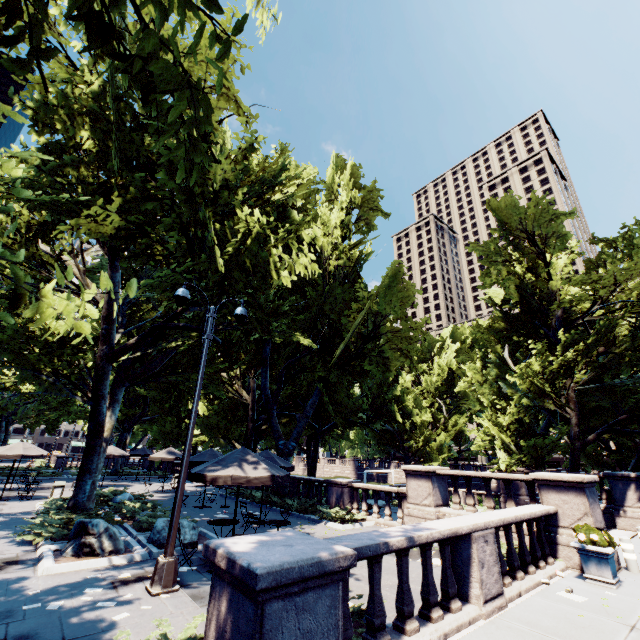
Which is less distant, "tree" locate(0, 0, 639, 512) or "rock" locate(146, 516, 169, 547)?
"tree" locate(0, 0, 639, 512)

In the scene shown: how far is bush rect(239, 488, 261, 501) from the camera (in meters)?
19.30

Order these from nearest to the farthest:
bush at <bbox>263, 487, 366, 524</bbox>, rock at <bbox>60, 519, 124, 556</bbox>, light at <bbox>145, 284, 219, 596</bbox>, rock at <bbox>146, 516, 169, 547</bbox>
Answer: light at <bbox>145, 284, 219, 596</bbox>
rock at <bbox>60, 519, 124, 556</bbox>
rock at <bbox>146, 516, 169, 547</bbox>
bush at <bbox>263, 487, 366, 524</bbox>

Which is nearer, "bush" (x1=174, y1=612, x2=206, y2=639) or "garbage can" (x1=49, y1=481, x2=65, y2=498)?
"bush" (x1=174, y1=612, x2=206, y2=639)

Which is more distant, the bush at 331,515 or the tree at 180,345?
the bush at 331,515

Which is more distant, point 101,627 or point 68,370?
point 68,370

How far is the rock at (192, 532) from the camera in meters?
10.6 m

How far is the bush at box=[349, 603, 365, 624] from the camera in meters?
5.4 m
